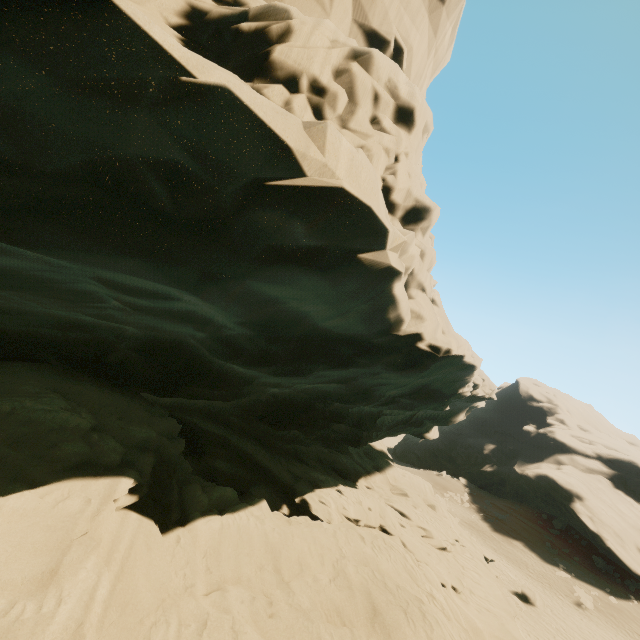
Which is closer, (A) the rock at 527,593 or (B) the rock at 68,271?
(B) the rock at 68,271

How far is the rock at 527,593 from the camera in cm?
2411

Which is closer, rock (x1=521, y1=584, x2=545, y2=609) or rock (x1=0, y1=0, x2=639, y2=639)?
rock (x1=0, y1=0, x2=639, y2=639)

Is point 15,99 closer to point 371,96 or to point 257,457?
point 371,96

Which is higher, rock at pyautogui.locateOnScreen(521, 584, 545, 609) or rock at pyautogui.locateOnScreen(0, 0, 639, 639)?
rock at pyautogui.locateOnScreen(0, 0, 639, 639)

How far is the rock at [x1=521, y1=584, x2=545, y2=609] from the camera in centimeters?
2411cm
